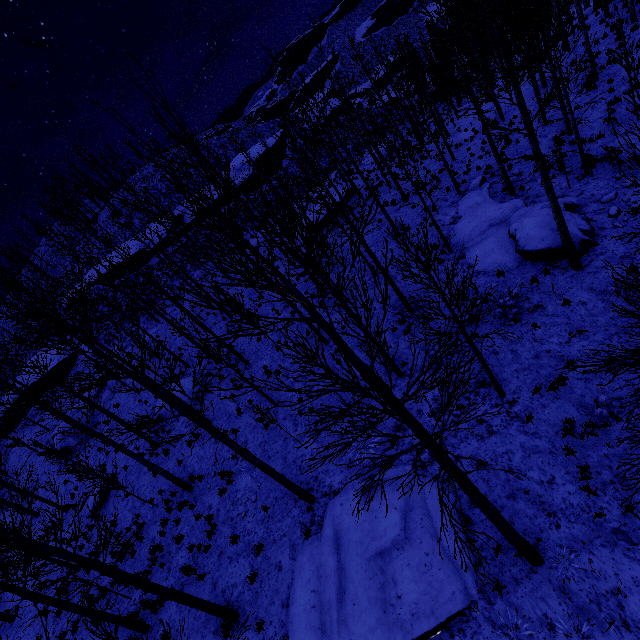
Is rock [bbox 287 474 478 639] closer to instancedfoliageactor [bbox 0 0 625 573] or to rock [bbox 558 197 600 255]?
instancedfoliageactor [bbox 0 0 625 573]

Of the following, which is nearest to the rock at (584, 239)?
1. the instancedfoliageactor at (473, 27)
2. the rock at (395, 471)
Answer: the instancedfoliageactor at (473, 27)

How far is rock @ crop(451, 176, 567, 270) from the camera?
11.9 meters

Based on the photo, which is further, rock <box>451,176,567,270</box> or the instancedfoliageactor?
rock <box>451,176,567,270</box>

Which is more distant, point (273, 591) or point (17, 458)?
point (17, 458)

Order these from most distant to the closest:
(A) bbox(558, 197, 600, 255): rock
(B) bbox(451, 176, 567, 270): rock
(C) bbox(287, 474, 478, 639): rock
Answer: (B) bbox(451, 176, 567, 270): rock → (A) bbox(558, 197, 600, 255): rock → (C) bbox(287, 474, 478, 639): rock

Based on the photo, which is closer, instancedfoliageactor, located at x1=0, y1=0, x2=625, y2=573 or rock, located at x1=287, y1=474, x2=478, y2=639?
instancedfoliageactor, located at x1=0, y1=0, x2=625, y2=573

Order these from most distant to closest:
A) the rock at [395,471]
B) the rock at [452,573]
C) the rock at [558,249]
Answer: the rock at [558,249]
the rock at [395,471]
the rock at [452,573]
